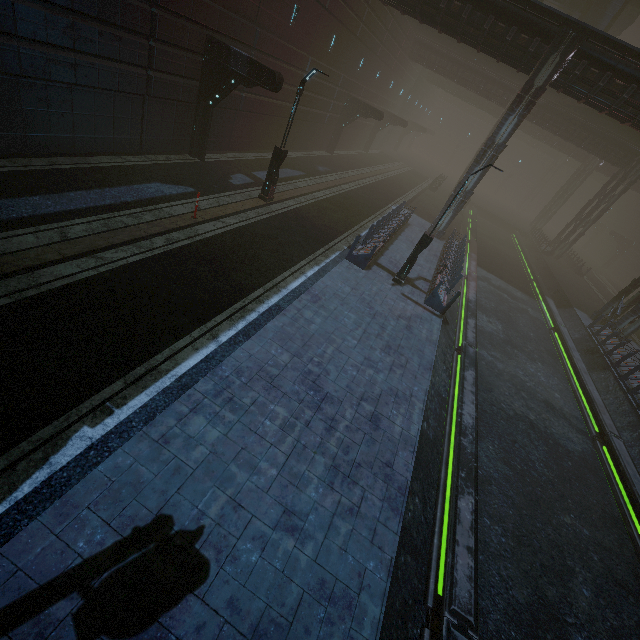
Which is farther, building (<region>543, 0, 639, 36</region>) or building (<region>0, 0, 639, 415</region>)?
building (<region>543, 0, 639, 36</region>)

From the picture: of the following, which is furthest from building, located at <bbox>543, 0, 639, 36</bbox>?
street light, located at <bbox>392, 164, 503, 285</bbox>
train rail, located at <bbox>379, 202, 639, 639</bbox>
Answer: street light, located at <bbox>392, 164, 503, 285</bbox>

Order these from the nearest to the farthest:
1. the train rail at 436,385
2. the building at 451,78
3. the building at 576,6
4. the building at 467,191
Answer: the train rail at 436,385, the building at 451,78, the building at 467,191, the building at 576,6

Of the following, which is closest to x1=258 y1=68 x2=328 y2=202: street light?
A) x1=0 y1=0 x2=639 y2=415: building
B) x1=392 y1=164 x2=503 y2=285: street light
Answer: x1=0 y1=0 x2=639 y2=415: building

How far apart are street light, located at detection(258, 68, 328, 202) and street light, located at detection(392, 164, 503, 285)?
6.7 meters

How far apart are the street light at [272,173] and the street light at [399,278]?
6.7 meters

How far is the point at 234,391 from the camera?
7.0 meters

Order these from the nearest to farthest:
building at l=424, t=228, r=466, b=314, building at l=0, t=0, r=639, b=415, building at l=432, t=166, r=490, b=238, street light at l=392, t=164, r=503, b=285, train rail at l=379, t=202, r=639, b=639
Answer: train rail at l=379, t=202, r=639, b=639
building at l=0, t=0, r=639, b=415
street light at l=392, t=164, r=503, b=285
building at l=424, t=228, r=466, b=314
building at l=432, t=166, r=490, b=238
